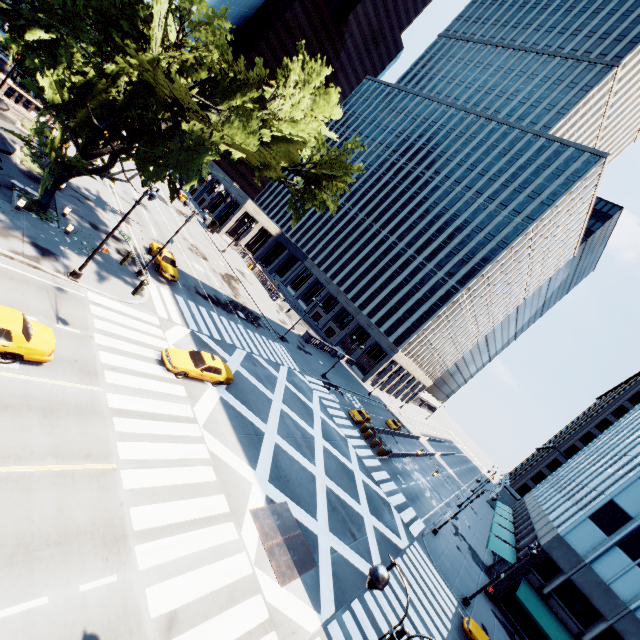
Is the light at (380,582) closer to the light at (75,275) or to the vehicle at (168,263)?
the light at (75,275)

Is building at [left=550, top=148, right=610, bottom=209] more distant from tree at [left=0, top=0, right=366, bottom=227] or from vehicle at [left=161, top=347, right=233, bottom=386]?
vehicle at [left=161, top=347, right=233, bottom=386]

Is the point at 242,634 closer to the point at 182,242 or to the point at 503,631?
the point at 503,631

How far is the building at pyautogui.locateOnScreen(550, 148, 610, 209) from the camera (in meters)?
58.75

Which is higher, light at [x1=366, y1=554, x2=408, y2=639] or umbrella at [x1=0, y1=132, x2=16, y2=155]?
light at [x1=366, y1=554, x2=408, y2=639]

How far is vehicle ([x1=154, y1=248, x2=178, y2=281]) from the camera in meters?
28.6

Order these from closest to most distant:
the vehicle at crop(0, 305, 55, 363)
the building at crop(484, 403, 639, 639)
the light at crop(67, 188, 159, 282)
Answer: the vehicle at crop(0, 305, 55, 363), the light at crop(67, 188, 159, 282), the building at crop(484, 403, 639, 639)

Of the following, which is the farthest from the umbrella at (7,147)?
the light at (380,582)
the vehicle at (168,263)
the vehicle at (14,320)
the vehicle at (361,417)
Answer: the vehicle at (361,417)
